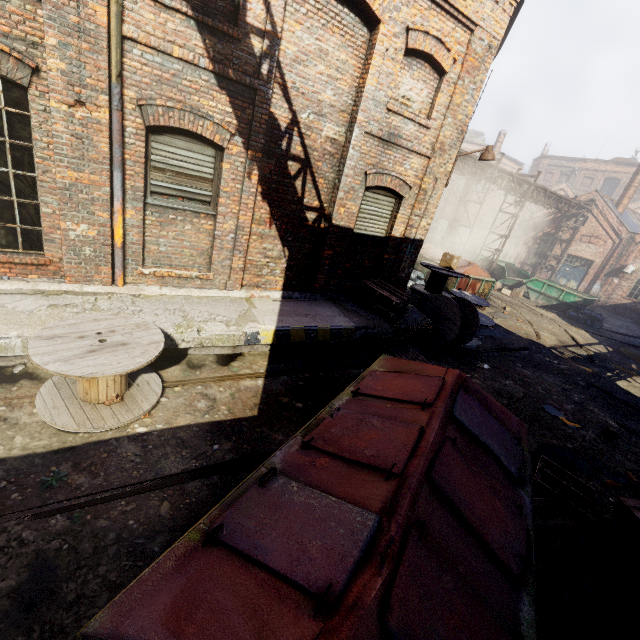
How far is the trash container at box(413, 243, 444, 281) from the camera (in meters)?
16.14

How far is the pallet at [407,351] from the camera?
8.4m

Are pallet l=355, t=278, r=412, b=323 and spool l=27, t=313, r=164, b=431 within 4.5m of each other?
no

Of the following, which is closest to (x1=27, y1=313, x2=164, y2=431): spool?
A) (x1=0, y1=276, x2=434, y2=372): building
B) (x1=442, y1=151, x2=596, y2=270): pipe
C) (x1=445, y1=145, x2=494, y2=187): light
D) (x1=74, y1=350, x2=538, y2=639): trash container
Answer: (x1=0, y1=276, x2=434, y2=372): building

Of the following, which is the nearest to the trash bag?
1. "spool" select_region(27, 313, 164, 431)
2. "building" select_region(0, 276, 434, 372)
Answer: "building" select_region(0, 276, 434, 372)

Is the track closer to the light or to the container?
the light

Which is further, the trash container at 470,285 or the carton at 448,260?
the trash container at 470,285

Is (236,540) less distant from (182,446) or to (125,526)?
(125,526)
